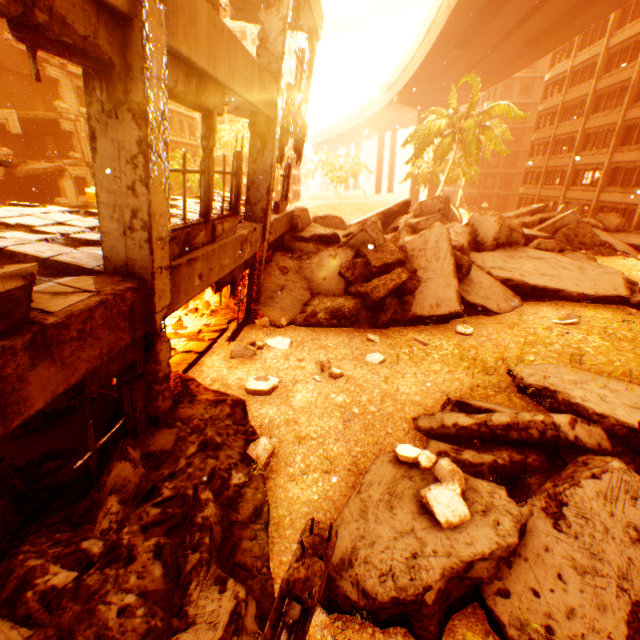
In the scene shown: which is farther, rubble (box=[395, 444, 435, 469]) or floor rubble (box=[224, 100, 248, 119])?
floor rubble (box=[224, 100, 248, 119])

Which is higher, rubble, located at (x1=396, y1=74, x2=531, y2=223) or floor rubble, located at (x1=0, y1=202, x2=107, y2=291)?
rubble, located at (x1=396, y1=74, x2=531, y2=223)

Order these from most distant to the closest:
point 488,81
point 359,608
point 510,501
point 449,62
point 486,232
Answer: point 488,81, point 449,62, point 486,232, point 510,501, point 359,608

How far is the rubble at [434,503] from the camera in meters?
3.2

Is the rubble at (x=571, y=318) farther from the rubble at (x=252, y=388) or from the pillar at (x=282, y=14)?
the rubble at (x=252, y=388)

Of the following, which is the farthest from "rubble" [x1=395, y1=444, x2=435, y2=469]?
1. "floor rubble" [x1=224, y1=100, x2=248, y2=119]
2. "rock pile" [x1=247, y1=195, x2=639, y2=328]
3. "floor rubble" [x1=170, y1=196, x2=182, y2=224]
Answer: "floor rubble" [x1=224, y1=100, x2=248, y2=119]

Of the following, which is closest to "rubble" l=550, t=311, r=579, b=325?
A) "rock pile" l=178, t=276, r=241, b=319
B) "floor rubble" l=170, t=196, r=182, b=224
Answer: "floor rubble" l=170, t=196, r=182, b=224

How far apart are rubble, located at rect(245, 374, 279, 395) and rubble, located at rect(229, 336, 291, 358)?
1.17m
